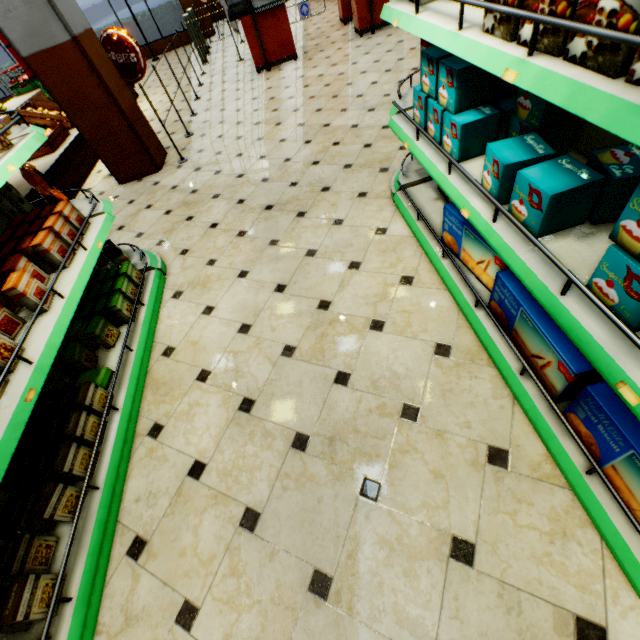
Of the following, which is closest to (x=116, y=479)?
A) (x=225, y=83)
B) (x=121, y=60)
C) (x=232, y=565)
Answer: (x=232, y=565)

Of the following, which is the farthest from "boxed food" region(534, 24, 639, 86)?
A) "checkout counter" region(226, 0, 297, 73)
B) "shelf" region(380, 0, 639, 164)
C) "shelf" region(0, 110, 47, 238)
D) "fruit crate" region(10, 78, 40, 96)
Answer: "fruit crate" region(10, 78, 40, 96)

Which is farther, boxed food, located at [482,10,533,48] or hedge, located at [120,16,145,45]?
hedge, located at [120,16,145,45]

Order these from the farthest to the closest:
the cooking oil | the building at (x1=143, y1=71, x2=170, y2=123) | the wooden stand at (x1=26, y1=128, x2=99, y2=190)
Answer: the building at (x1=143, y1=71, x2=170, y2=123), the wooden stand at (x1=26, y1=128, x2=99, y2=190), the cooking oil

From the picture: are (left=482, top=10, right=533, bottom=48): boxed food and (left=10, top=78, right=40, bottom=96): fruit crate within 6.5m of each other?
no

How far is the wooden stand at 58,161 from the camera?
4.7m

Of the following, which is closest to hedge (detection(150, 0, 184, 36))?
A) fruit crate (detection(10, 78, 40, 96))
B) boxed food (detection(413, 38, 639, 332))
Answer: fruit crate (detection(10, 78, 40, 96))

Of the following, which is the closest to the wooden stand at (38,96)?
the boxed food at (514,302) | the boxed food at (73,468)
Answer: the boxed food at (73,468)
